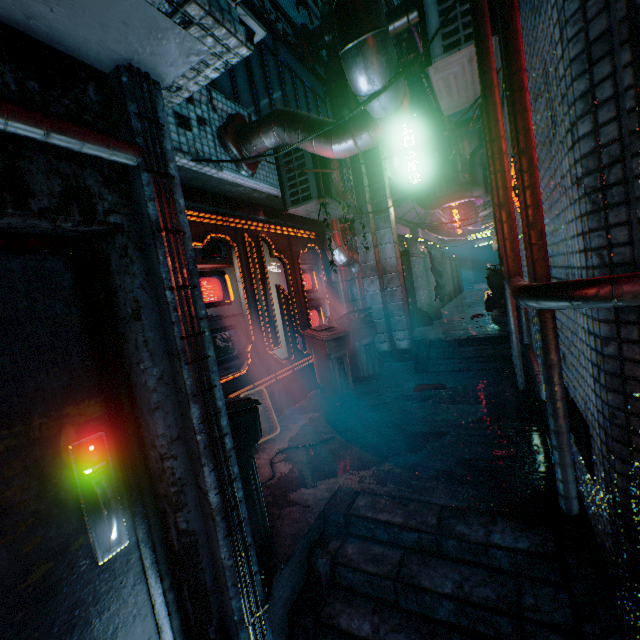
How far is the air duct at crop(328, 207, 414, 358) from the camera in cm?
573

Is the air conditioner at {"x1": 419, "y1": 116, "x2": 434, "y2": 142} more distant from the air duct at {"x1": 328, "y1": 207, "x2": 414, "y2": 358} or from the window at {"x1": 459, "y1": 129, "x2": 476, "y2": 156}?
the window at {"x1": 459, "y1": 129, "x2": 476, "y2": 156}

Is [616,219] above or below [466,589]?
above

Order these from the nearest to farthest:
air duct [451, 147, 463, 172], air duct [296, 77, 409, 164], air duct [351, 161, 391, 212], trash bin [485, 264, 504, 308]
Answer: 1. air duct [296, 77, 409, 164]
2. air duct [351, 161, 391, 212]
3. trash bin [485, 264, 504, 308]
4. air duct [451, 147, 463, 172]

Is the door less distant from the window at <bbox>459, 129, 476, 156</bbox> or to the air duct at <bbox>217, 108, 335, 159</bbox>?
the air duct at <bbox>217, 108, 335, 159</bbox>

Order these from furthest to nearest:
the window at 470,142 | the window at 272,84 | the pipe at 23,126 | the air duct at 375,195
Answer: the window at 470,142 < the air duct at 375,195 < the window at 272,84 < the pipe at 23,126

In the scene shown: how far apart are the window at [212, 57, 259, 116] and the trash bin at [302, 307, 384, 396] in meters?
2.9 m

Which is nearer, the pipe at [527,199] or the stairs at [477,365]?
the pipe at [527,199]
